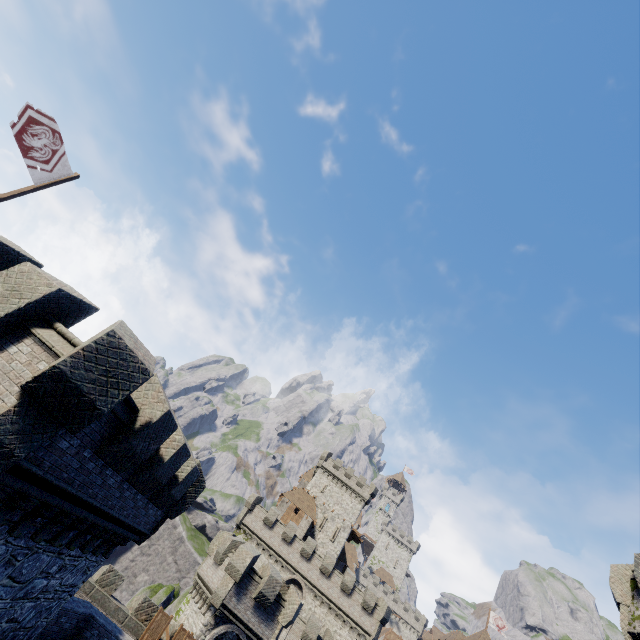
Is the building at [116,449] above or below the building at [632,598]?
below

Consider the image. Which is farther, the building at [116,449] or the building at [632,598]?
the building at [632,598]

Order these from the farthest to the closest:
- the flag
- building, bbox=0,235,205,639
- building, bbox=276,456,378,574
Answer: building, bbox=276,456,378,574 < the flag < building, bbox=0,235,205,639

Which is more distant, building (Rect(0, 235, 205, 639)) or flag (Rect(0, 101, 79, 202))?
flag (Rect(0, 101, 79, 202))

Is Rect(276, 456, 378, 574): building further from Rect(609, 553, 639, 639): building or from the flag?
the flag

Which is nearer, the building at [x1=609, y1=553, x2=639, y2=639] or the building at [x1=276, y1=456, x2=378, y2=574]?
the building at [x1=609, y1=553, x2=639, y2=639]

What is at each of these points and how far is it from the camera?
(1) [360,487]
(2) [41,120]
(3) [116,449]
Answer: (1) building, 57.6m
(2) flag, 10.8m
(3) building, 7.8m

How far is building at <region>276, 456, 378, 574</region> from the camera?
52.0 meters
